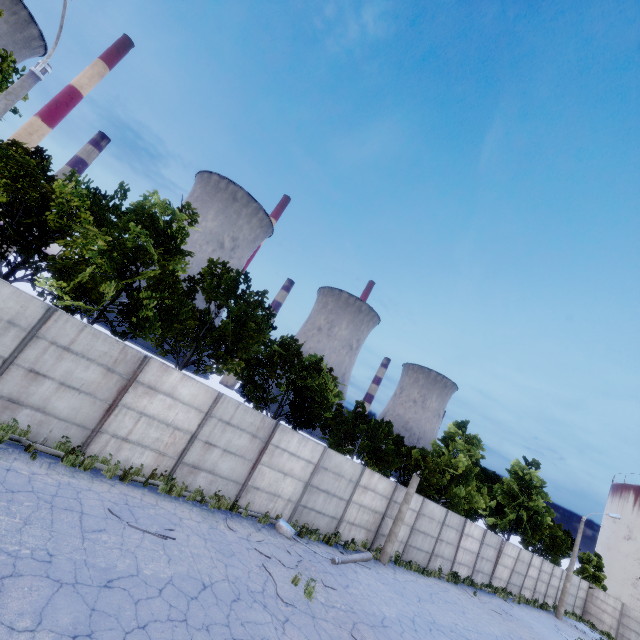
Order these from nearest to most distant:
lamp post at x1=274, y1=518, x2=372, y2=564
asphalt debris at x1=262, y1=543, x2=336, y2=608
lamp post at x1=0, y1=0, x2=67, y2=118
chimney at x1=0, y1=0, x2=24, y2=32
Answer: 1. lamp post at x1=0, y1=0, x2=67, y2=118
2. asphalt debris at x1=262, y1=543, x2=336, y2=608
3. lamp post at x1=274, y1=518, x2=372, y2=564
4. chimney at x1=0, y1=0, x2=24, y2=32

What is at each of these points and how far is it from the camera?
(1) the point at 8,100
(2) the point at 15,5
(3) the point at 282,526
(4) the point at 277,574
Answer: (1) lamp post, 7.8m
(2) chimney, 59.3m
(3) lamp post, 13.2m
(4) asphalt debris, 9.8m

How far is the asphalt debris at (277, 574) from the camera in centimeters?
918cm

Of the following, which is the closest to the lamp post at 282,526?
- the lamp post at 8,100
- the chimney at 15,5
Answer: the lamp post at 8,100

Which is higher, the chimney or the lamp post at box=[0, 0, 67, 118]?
the chimney

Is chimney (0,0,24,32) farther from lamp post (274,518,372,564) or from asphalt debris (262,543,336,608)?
asphalt debris (262,543,336,608)

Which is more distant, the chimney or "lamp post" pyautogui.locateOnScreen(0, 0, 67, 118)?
the chimney

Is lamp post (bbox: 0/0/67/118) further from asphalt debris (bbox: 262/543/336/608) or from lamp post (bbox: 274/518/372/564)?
lamp post (bbox: 274/518/372/564)
